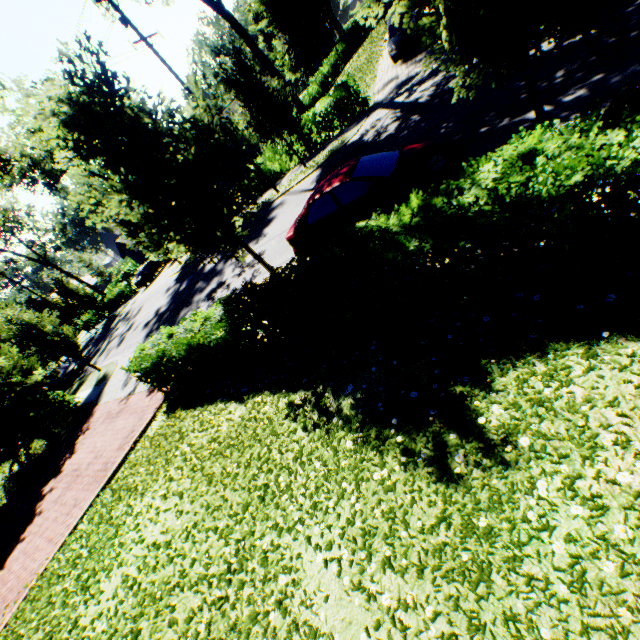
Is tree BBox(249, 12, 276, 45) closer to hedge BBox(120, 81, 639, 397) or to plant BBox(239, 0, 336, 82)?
hedge BBox(120, 81, 639, 397)

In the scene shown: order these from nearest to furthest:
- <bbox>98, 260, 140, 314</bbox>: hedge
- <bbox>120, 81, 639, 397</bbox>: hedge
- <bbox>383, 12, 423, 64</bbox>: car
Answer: <bbox>120, 81, 639, 397</bbox>: hedge, <bbox>383, 12, 423, 64</bbox>: car, <bbox>98, 260, 140, 314</bbox>: hedge

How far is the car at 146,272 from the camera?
32.95m

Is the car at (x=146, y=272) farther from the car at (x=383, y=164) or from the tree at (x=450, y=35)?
the car at (x=383, y=164)

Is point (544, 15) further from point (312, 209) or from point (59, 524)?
point (59, 524)

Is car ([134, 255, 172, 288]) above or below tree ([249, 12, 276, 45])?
below

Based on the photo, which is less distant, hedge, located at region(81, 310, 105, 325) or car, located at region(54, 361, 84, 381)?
car, located at region(54, 361, 84, 381)

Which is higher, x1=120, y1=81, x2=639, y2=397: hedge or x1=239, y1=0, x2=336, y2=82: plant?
x1=239, y1=0, x2=336, y2=82: plant
